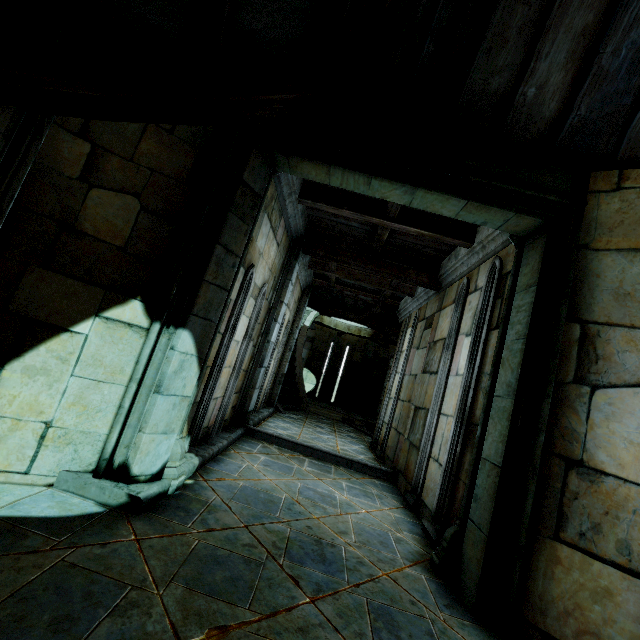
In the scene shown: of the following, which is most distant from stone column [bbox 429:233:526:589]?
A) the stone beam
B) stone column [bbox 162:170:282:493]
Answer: stone column [bbox 162:170:282:493]

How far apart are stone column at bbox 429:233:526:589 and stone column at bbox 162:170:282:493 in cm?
265

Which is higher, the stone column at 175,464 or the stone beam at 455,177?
the stone beam at 455,177

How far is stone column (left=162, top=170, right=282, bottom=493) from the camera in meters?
3.2 m

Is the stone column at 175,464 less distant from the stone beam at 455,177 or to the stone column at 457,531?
the stone beam at 455,177

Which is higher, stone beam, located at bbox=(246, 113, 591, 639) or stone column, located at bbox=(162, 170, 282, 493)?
stone beam, located at bbox=(246, 113, 591, 639)

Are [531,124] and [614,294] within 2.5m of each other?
yes
